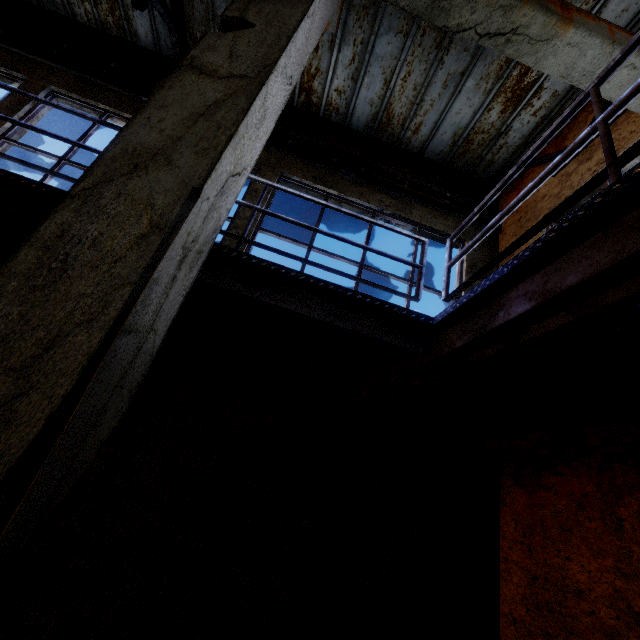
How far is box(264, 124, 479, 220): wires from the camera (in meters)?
6.02

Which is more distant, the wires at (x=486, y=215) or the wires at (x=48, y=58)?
the wires at (x=486, y=215)

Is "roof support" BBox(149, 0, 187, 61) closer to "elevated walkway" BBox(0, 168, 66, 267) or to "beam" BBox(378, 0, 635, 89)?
"beam" BBox(378, 0, 635, 89)

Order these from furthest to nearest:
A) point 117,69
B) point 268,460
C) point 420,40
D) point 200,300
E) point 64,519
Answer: point 117,69
point 420,40
point 268,460
point 64,519
point 200,300

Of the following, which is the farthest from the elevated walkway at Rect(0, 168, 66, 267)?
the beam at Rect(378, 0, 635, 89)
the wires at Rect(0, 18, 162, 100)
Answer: the wires at Rect(0, 18, 162, 100)

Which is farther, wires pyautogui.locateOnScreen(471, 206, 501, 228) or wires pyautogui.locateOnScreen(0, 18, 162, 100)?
wires pyautogui.locateOnScreen(471, 206, 501, 228)

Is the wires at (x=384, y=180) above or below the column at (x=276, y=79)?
above
